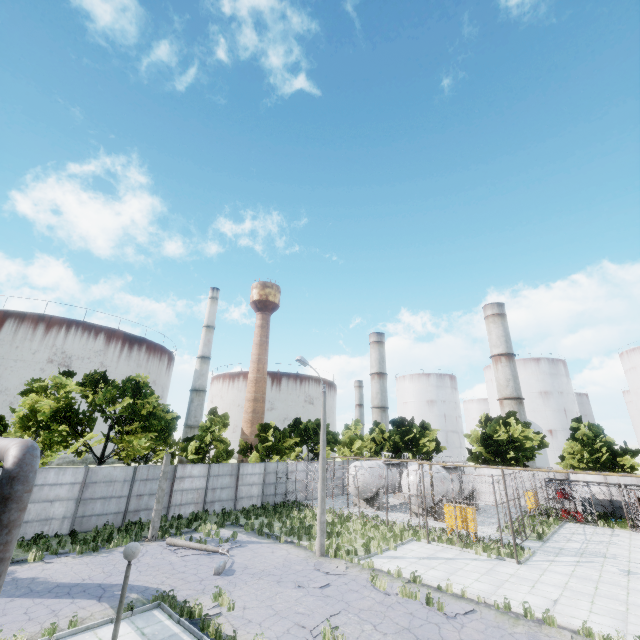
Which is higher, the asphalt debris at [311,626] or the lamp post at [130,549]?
the lamp post at [130,549]

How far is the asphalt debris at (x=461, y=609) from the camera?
11.2 meters

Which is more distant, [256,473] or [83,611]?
[256,473]

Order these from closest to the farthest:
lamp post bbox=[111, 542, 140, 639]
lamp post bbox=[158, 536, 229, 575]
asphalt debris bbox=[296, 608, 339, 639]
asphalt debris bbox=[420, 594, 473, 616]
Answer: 1. lamp post bbox=[111, 542, 140, 639]
2. asphalt debris bbox=[296, 608, 339, 639]
3. asphalt debris bbox=[420, 594, 473, 616]
4. lamp post bbox=[158, 536, 229, 575]

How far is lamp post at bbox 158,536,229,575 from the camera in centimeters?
1408cm

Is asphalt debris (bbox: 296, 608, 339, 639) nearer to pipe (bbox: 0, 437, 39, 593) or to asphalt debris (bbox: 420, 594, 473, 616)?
asphalt debris (bbox: 420, 594, 473, 616)

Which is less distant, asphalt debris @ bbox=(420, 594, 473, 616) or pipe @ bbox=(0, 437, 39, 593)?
pipe @ bbox=(0, 437, 39, 593)

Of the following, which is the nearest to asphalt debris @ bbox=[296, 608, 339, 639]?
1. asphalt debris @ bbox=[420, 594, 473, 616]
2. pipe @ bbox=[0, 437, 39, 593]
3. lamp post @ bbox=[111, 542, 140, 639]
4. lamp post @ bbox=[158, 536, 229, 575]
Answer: asphalt debris @ bbox=[420, 594, 473, 616]
